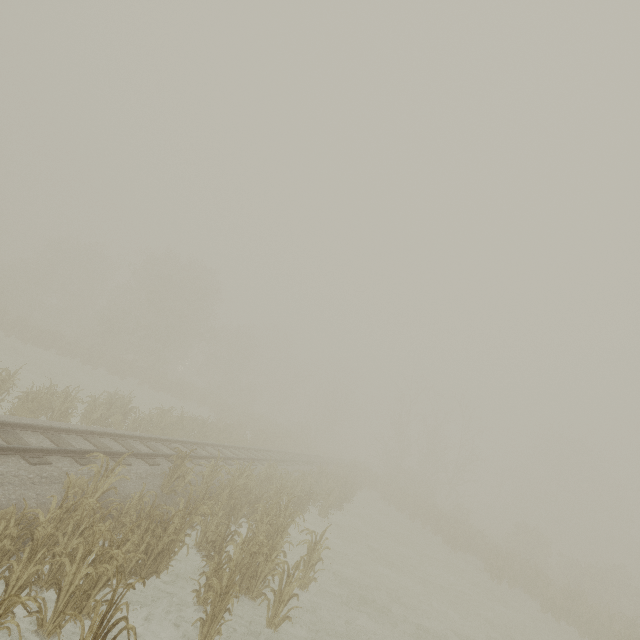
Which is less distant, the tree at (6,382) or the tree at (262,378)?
the tree at (6,382)

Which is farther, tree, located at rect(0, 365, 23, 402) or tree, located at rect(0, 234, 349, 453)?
tree, located at rect(0, 234, 349, 453)

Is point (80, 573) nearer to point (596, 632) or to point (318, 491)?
point (318, 491)
